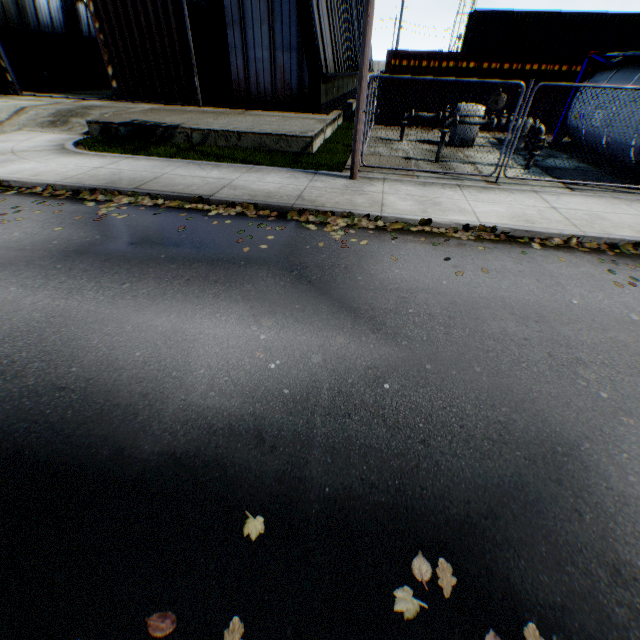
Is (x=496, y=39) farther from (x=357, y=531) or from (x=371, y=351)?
(x=357, y=531)

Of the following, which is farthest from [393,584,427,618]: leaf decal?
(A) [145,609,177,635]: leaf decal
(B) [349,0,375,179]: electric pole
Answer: (B) [349,0,375,179]: electric pole

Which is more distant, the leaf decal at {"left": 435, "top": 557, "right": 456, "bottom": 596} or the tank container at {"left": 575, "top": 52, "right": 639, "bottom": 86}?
the tank container at {"left": 575, "top": 52, "right": 639, "bottom": 86}

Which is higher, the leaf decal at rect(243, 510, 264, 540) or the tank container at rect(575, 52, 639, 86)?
the tank container at rect(575, 52, 639, 86)

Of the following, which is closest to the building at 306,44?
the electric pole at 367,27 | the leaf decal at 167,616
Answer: the electric pole at 367,27

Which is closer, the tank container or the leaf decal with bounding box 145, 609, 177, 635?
the leaf decal with bounding box 145, 609, 177, 635

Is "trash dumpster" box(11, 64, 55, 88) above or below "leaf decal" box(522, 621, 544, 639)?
above

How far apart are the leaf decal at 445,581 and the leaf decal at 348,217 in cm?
459
